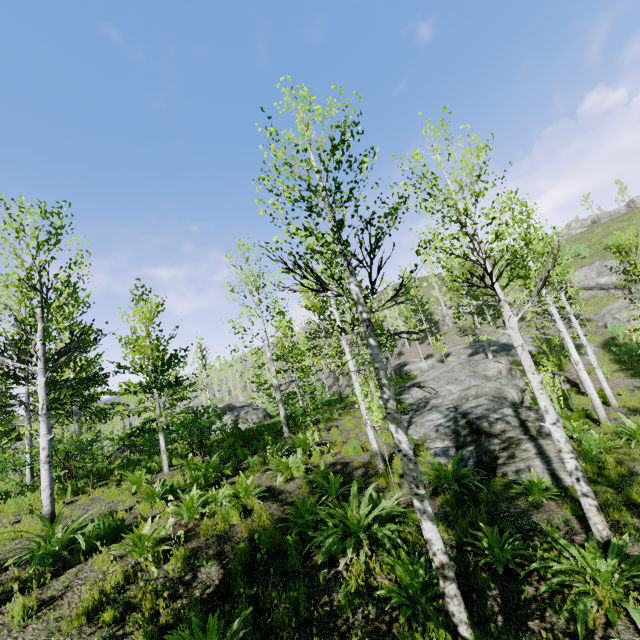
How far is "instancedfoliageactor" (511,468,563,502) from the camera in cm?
665

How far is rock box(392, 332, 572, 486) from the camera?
8.4 meters

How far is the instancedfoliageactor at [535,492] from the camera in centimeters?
665cm

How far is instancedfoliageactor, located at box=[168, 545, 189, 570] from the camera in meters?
5.4

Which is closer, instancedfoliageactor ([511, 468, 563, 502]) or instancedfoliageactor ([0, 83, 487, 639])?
instancedfoliageactor ([0, 83, 487, 639])

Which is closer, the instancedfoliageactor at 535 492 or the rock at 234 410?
the instancedfoliageactor at 535 492

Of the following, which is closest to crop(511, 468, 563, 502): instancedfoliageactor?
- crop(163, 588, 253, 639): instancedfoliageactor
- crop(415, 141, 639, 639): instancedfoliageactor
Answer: crop(415, 141, 639, 639): instancedfoliageactor

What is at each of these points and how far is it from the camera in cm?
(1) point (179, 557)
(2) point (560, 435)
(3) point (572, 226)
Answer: (1) instancedfoliageactor, 543
(2) instancedfoliageactor, 505
(3) rock, 5497
